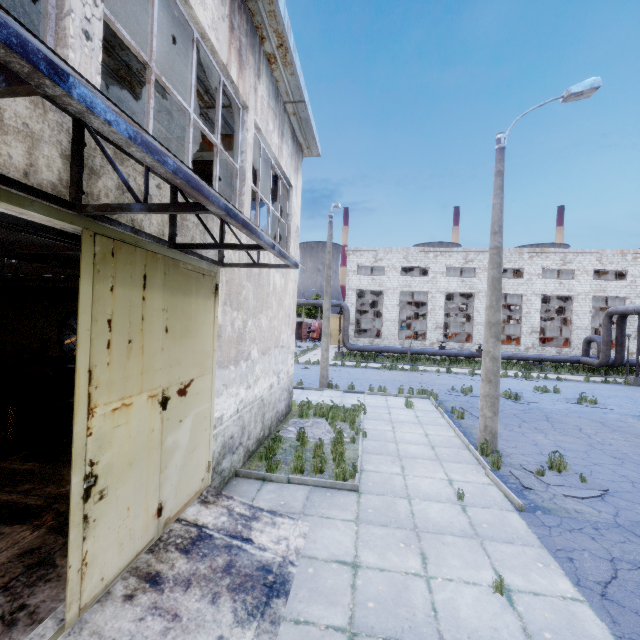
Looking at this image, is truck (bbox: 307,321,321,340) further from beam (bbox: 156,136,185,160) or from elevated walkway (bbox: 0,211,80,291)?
beam (bbox: 156,136,185,160)

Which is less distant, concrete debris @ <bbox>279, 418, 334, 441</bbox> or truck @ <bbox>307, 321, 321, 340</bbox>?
concrete debris @ <bbox>279, 418, 334, 441</bbox>

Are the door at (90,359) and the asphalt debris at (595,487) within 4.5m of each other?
no

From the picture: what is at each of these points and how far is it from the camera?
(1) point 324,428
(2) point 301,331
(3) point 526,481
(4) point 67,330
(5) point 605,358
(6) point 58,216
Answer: (1) concrete debris, 10.0m
(2) truck dump body, 50.6m
(3) asphalt debris, 7.3m
(4) fan, 13.7m
(5) pipe, 24.1m
(6) door frame, 2.8m

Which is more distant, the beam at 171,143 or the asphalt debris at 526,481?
Answer: the beam at 171,143

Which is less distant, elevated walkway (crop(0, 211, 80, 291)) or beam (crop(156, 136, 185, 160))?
elevated walkway (crop(0, 211, 80, 291))

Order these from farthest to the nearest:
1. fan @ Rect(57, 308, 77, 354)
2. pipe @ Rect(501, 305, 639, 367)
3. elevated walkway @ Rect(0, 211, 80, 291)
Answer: pipe @ Rect(501, 305, 639, 367) < fan @ Rect(57, 308, 77, 354) < elevated walkway @ Rect(0, 211, 80, 291)

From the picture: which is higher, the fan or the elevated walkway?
the elevated walkway
